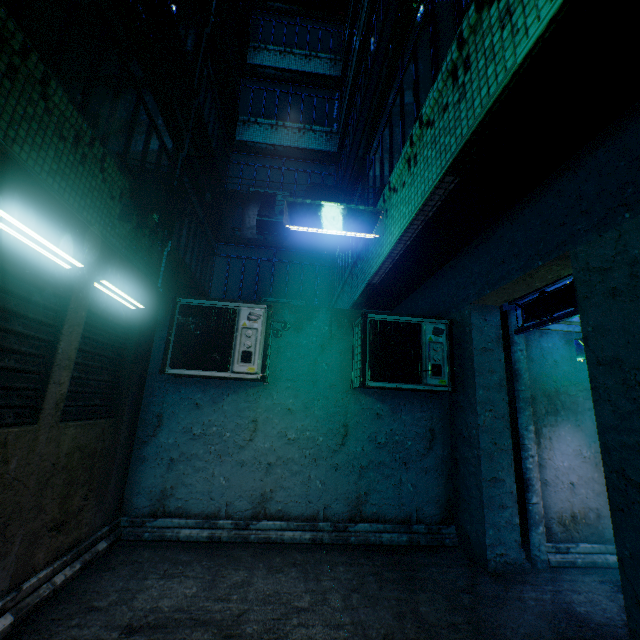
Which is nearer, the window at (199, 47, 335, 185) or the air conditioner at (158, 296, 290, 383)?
the air conditioner at (158, 296, 290, 383)

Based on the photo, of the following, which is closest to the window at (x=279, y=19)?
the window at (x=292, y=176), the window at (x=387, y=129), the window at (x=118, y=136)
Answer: the window at (x=292, y=176)

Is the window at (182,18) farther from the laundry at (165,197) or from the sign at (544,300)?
the sign at (544,300)

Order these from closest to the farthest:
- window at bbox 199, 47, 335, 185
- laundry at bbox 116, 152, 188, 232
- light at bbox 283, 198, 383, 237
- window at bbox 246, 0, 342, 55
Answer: light at bbox 283, 198, 383, 237
laundry at bbox 116, 152, 188, 232
window at bbox 199, 47, 335, 185
window at bbox 246, 0, 342, 55

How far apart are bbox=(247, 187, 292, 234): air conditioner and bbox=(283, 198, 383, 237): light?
5.32m

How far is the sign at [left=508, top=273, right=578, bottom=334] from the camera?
3.4 meters

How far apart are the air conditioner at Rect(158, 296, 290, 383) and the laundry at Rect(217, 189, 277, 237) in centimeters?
84cm

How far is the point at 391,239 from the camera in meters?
3.4 m
